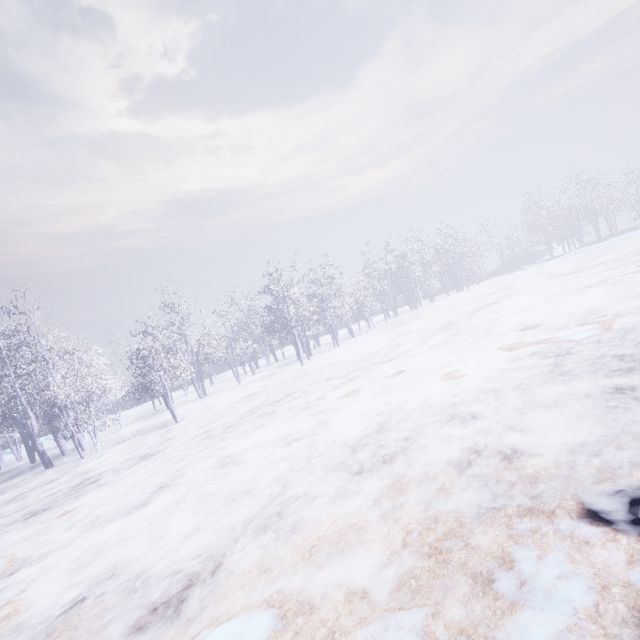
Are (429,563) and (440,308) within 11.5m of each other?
no
